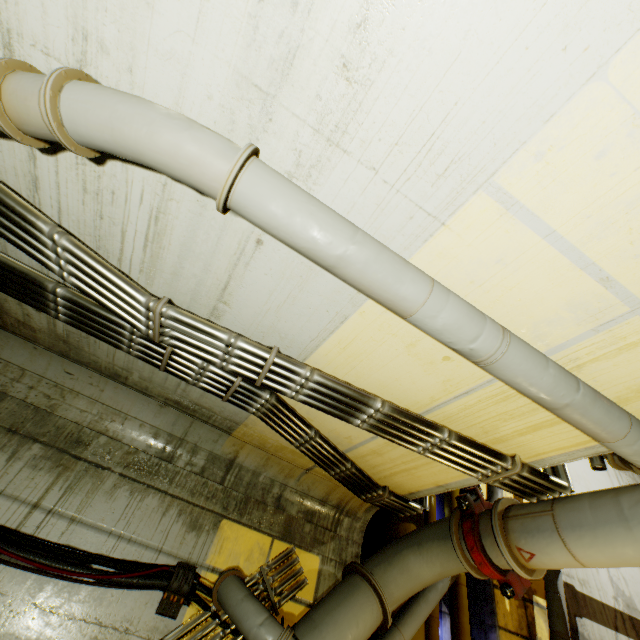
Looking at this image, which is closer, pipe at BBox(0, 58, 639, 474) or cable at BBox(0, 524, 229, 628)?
pipe at BBox(0, 58, 639, 474)

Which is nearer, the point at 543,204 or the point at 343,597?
the point at 543,204

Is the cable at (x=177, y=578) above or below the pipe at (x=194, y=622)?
above

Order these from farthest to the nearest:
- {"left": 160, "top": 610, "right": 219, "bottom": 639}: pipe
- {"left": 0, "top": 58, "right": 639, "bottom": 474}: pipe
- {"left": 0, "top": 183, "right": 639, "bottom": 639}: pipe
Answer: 1. {"left": 160, "top": 610, "right": 219, "bottom": 639}: pipe
2. {"left": 0, "top": 183, "right": 639, "bottom": 639}: pipe
3. {"left": 0, "top": 58, "right": 639, "bottom": 474}: pipe

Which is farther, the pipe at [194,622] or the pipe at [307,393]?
the pipe at [194,622]

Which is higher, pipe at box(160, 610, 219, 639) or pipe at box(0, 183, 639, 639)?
pipe at box(0, 183, 639, 639)

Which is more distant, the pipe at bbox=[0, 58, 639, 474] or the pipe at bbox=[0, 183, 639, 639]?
the pipe at bbox=[0, 183, 639, 639]
